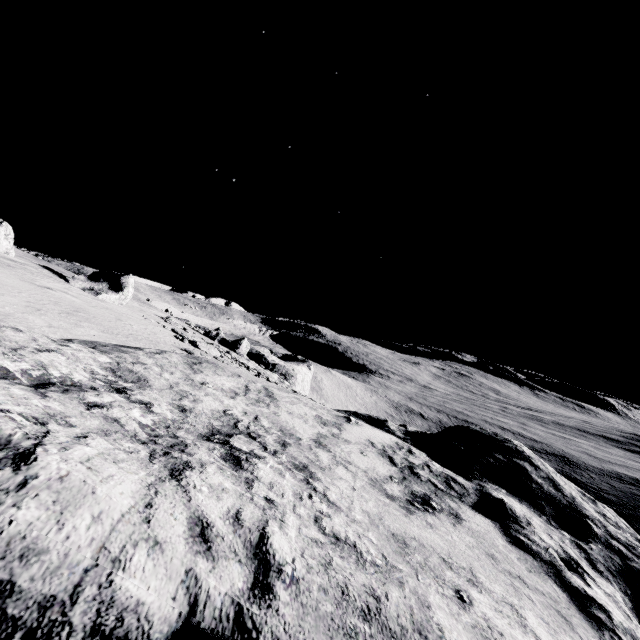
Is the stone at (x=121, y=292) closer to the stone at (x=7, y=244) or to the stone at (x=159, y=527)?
the stone at (x=7, y=244)

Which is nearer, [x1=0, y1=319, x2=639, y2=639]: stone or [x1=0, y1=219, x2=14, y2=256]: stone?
[x1=0, y1=319, x2=639, y2=639]: stone

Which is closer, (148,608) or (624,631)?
(148,608)

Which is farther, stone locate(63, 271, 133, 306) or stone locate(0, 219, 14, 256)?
stone locate(63, 271, 133, 306)

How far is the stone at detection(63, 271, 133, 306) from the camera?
20.8m

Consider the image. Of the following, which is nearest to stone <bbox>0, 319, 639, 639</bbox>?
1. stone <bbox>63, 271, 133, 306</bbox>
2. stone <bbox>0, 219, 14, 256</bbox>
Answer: stone <bbox>63, 271, 133, 306</bbox>

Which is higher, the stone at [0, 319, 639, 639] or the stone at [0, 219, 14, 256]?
the stone at [0, 219, 14, 256]

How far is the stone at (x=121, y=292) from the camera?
20.8 meters
